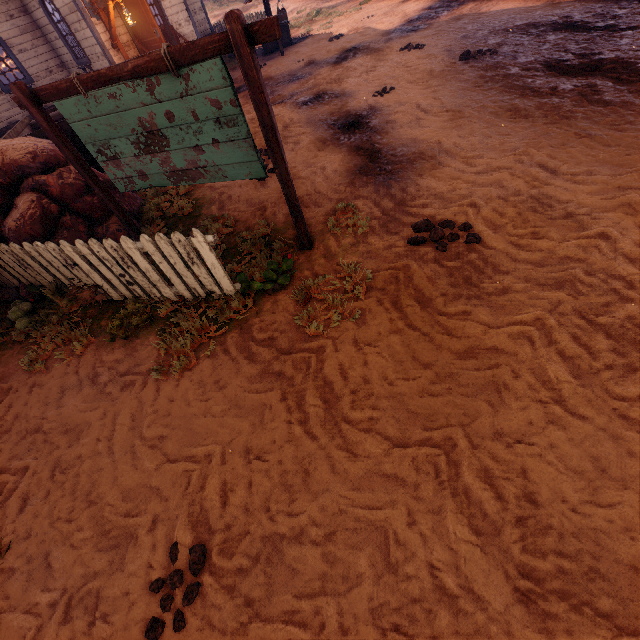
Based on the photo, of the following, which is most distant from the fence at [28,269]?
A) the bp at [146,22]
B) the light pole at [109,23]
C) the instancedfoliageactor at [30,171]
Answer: the bp at [146,22]

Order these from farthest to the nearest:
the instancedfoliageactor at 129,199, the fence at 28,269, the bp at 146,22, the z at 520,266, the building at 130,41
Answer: the building at 130,41
the bp at 146,22
the instancedfoliageactor at 129,199
the fence at 28,269
the z at 520,266

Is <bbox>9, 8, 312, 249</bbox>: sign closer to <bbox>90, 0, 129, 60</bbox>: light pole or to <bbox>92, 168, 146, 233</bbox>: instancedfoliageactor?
<bbox>92, 168, 146, 233</bbox>: instancedfoliageactor

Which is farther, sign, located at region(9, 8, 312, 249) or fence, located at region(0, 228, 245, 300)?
fence, located at region(0, 228, 245, 300)

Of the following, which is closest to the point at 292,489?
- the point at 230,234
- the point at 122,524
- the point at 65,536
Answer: the point at 122,524

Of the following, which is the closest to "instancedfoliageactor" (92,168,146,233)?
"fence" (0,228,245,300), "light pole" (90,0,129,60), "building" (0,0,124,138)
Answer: "fence" (0,228,245,300)

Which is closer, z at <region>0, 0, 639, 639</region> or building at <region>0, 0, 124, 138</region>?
z at <region>0, 0, 639, 639</region>

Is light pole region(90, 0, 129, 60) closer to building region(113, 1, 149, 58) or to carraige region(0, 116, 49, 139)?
building region(113, 1, 149, 58)
